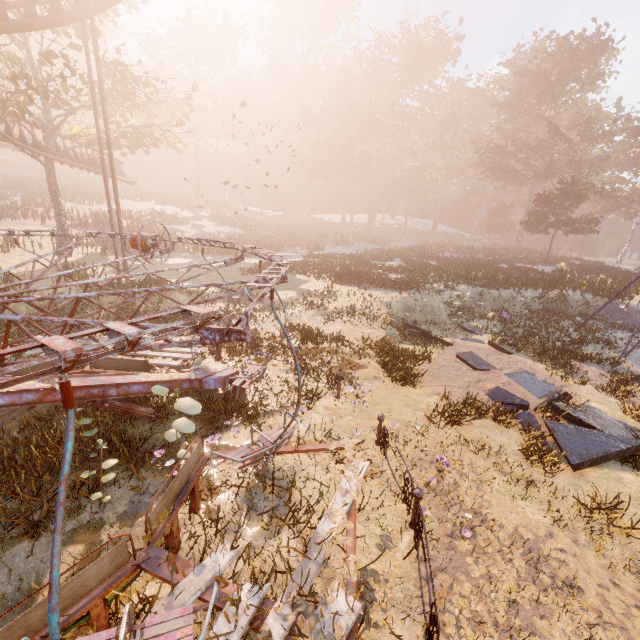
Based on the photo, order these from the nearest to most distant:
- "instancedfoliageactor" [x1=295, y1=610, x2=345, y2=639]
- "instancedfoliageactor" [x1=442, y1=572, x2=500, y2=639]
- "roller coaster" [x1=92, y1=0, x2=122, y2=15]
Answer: "instancedfoliageactor" [x1=295, y1=610, x2=345, y2=639] → "instancedfoliageactor" [x1=442, y1=572, x2=500, y2=639] → "roller coaster" [x1=92, y1=0, x2=122, y2=15]

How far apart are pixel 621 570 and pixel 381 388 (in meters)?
5.63

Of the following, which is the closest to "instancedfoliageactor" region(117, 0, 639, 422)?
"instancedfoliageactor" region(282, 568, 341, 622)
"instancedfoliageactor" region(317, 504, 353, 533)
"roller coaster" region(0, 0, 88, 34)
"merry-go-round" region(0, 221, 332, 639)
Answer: "merry-go-round" region(0, 221, 332, 639)

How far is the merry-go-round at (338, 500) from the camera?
4.1m

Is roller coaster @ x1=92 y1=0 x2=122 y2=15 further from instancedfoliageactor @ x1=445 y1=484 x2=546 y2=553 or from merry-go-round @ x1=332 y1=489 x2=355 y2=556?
instancedfoliageactor @ x1=445 y1=484 x2=546 y2=553

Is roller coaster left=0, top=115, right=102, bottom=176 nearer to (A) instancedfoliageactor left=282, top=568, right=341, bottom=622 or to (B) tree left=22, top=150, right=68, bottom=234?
(B) tree left=22, top=150, right=68, bottom=234

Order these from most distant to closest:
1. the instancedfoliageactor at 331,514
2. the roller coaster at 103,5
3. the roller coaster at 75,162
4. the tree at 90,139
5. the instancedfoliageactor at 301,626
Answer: the roller coaster at 75,162 → the tree at 90,139 → the roller coaster at 103,5 → the instancedfoliageactor at 331,514 → the instancedfoliageactor at 301,626

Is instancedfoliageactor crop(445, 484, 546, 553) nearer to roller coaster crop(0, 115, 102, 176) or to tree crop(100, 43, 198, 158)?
roller coaster crop(0, 115, 102, 176)
